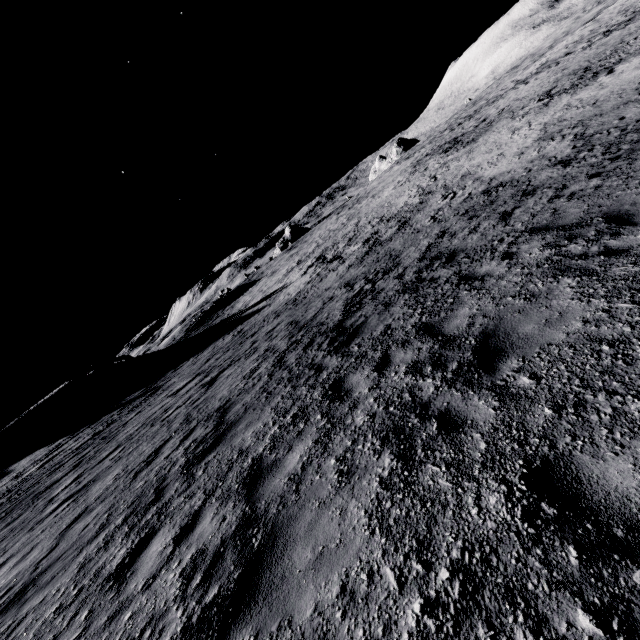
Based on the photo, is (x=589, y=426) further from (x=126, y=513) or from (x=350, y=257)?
(x=350, y=257)
